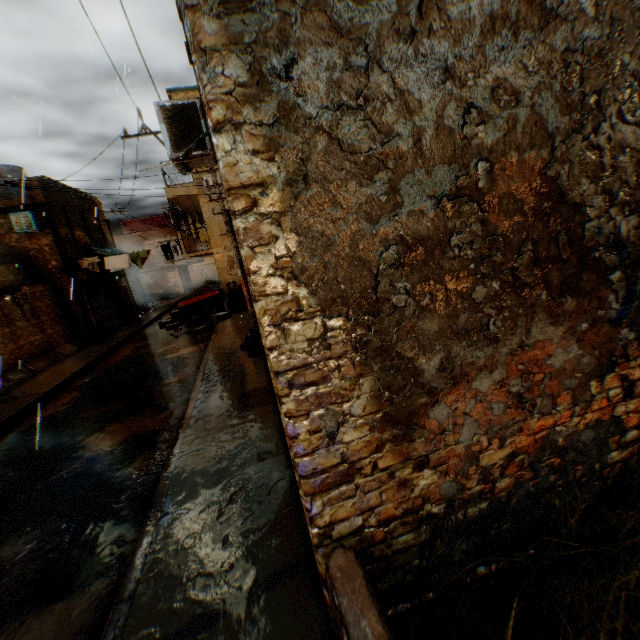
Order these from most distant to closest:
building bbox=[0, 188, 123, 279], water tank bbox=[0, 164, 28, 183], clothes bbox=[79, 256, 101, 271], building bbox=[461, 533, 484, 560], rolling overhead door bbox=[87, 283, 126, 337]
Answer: rolling overhead door bbox=[87, 283, 126, 337] < water tank bbox=[0, 164, 28, 183] < clothes bbox=[79, 256, 101, 271] < building bbox=[0, 188, 123, 279] < building bbox=[461, 533, 484, 560]

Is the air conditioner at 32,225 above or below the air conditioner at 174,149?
above

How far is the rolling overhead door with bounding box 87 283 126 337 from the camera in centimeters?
1761cm

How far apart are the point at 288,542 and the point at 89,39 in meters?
13.1 m

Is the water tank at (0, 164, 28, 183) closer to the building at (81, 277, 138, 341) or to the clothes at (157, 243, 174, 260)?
the building at (81, 277, 138, 341)

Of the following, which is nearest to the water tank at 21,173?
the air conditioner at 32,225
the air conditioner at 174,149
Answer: the air conditioner at 32,225

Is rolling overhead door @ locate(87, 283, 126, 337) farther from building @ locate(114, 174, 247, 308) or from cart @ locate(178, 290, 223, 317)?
cart @ locate(178, 290, 223, 317)

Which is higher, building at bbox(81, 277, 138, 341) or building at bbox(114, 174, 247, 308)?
building at bbox(81, 277, 138, 341)
